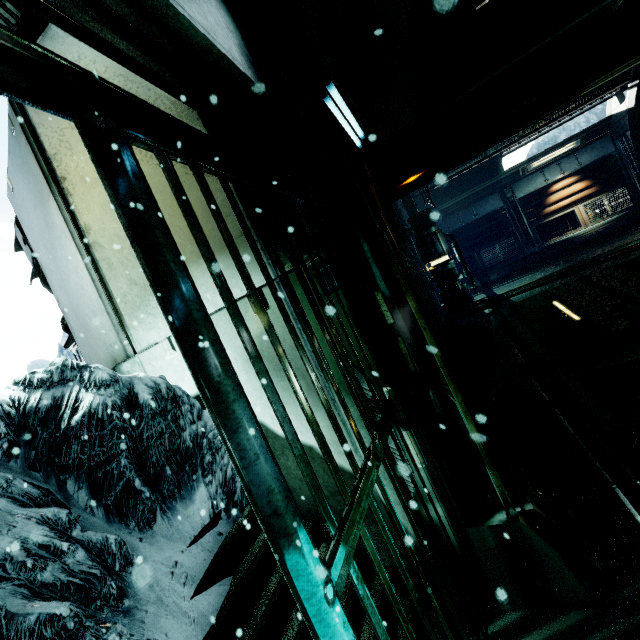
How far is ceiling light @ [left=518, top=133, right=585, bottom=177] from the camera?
11.0m

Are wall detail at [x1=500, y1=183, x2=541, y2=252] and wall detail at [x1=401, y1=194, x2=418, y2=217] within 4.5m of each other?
yes

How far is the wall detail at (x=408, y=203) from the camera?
10.0m

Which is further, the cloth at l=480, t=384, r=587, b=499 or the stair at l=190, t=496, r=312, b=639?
the cloth at l=480, t=384, r=587, b=499

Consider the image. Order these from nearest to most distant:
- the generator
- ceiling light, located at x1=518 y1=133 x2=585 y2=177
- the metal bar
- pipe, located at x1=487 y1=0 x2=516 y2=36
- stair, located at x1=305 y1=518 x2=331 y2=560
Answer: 1. the metal bar
2. stair, located at x1=305 y1=518 x2=331 y2=560
3. pipe, located at x1=487 y1=0 x2=516 y2=36
4. the generator
5. ceiling light, located at x1=518 y1=133 x2=585 y2=177

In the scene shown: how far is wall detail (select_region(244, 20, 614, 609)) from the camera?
2.0m

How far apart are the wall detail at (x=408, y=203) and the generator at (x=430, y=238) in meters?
0.0 m

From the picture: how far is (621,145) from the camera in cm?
1076
